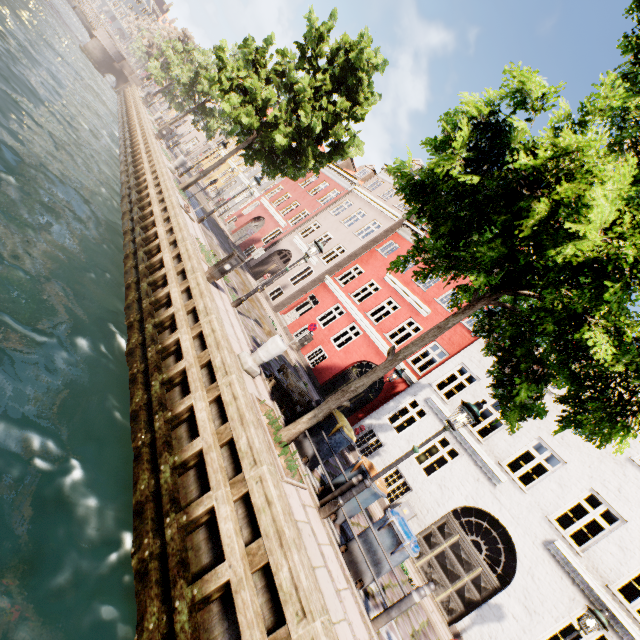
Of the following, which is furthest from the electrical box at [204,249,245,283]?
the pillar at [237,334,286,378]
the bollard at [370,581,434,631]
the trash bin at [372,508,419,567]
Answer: the bollard at [370,581,434,631]

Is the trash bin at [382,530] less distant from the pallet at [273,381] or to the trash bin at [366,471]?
the trash bin at [366,471]

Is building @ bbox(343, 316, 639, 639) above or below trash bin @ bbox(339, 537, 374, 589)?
above

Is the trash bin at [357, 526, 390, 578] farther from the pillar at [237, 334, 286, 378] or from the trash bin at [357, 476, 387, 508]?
the pillar at [237, 334, 286, 378]

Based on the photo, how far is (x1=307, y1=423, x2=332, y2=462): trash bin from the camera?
7.55m

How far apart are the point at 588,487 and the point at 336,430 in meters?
9.7

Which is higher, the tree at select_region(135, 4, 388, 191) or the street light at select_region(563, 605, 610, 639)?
the tree at select_region(135, 4, 388, 191)

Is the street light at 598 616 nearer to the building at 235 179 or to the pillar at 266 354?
the building at 235 179
